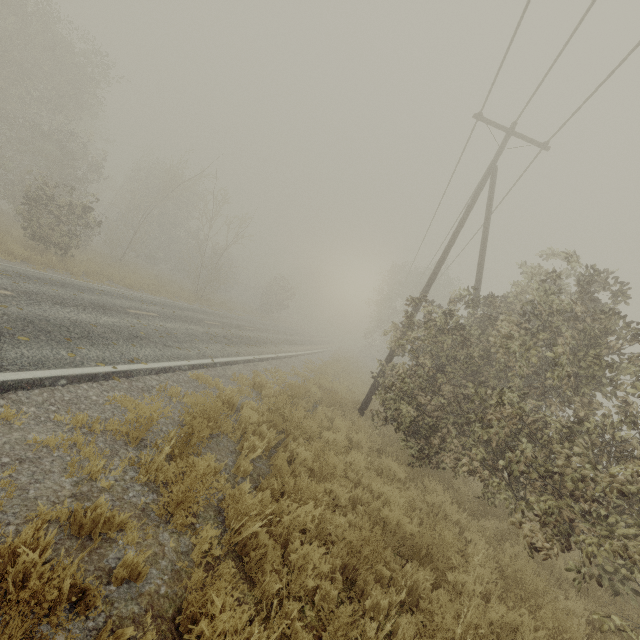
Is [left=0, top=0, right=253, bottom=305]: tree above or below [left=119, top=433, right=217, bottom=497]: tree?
above

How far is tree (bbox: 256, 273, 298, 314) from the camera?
41.2m

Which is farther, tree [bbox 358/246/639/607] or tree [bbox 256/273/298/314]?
Result: tree [bbox 256/273/298/314]

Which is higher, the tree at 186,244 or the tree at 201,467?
the tree at 186,244

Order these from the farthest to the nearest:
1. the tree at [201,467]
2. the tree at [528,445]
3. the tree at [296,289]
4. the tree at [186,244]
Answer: Answer: the tree at [296,289], the tree at [186,244], the tree at [528,445], the tree at [201,467]

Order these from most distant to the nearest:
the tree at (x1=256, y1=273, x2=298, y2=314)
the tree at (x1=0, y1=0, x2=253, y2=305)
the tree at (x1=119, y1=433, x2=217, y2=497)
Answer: the tree at (x1=256, y1=273, x2=298, y2=314) → the tree at (x1=0, y1=0, x2=253, y2=305) → the tree at (x1=119, y1=433, x2=217, y2=497)

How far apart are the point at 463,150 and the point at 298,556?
15.48m
